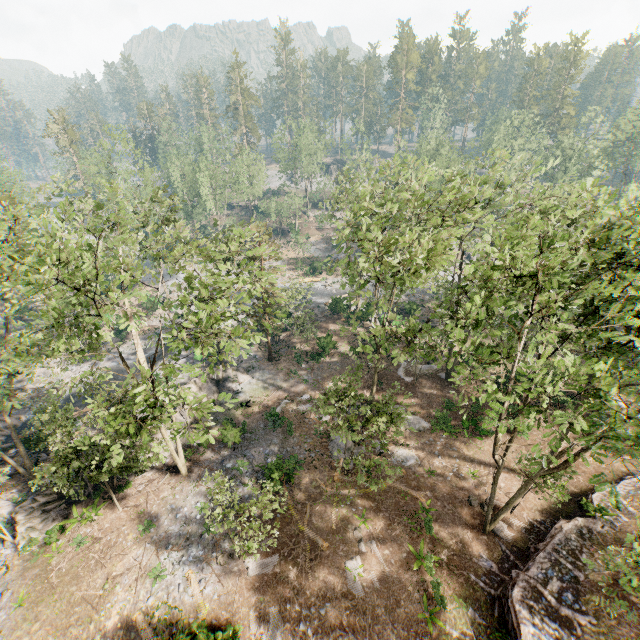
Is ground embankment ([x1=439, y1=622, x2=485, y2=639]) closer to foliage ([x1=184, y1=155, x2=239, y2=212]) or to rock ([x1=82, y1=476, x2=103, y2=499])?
foliage ([x1=184, y1=155, x2=239, y2=212])

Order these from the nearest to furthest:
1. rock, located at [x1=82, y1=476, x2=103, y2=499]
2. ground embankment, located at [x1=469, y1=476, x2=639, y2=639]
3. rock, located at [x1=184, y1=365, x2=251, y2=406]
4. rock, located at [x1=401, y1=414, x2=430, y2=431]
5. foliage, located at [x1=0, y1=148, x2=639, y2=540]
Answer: foliage, located at [x1=0, y1=148, x2=639, y2=540] < ground embankment, located at [x1=469, y1=476, x2=639, y2=639] < rock, located at [x1=82, y1=476, x2=103, y2=499] < rock, located at [x1=401, y1=414, x2=430, y2=431] < rock, located at [x1=184, y1=365, x2=251, y2=406]

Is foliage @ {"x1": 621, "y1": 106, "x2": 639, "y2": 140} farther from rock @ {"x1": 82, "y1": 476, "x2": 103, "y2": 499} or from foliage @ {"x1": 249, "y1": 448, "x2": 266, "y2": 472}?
foliage @ {"x1": 249, "y1": 448, "x2": 266, "y2": 472}

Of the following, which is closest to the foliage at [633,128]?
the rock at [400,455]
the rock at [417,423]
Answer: the rock at [417,423]

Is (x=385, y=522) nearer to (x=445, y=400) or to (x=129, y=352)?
(x=445, y=400)

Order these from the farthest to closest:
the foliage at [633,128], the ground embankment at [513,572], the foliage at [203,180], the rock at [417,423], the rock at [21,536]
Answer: the foliage at [633,128] → the foliage at [203,180] → the rock at [417,423] → the rock at [21,536] → the ground embankment at [513,572]

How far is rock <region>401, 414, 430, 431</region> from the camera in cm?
2697

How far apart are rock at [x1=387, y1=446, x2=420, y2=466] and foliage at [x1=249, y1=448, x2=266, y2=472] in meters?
9.3 m
